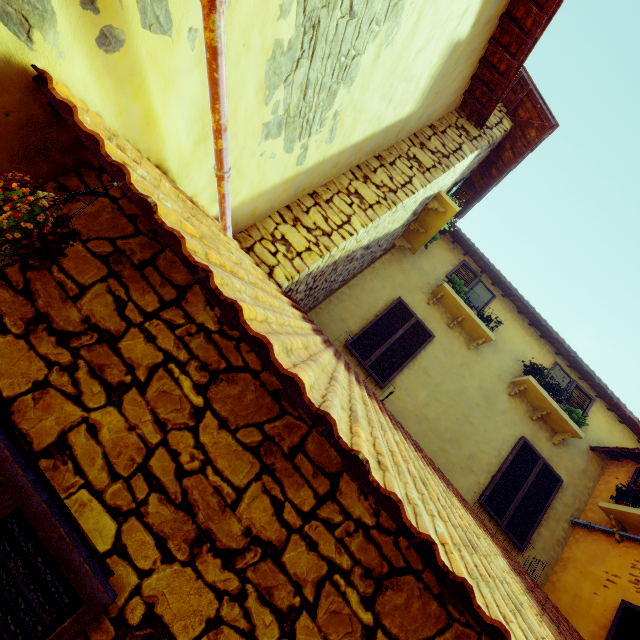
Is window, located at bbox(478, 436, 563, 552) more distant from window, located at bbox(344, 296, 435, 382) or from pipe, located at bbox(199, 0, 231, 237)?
pipe, located at bbox(199, 0, 231, 237)

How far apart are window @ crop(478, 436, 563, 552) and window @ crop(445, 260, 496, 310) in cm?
261

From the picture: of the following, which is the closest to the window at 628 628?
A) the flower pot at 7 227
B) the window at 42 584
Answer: the flower pot at 7 227

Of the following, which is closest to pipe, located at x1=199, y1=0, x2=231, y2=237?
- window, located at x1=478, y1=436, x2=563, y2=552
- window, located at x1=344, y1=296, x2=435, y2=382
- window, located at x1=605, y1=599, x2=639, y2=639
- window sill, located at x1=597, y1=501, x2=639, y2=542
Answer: window, located at x1=605, y1=599, x2=639, y2=639

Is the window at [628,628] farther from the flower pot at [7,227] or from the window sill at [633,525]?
the flower pot at [7,227]

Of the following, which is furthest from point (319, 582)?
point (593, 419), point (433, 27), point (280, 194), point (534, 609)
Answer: point (593, 419)

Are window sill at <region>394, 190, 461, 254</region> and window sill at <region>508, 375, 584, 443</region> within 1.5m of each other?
no

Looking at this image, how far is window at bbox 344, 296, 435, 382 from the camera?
6.1m
